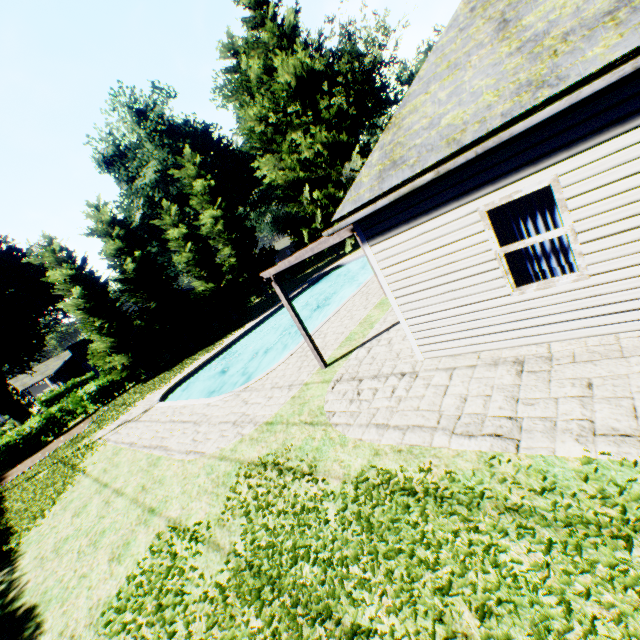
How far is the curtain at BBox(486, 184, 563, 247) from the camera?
4.7 meters

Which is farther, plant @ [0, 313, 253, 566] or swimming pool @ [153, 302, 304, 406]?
swimming pool @ [153, 302, 304, 406]

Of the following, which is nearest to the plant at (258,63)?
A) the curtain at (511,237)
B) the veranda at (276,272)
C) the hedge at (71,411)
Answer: the hedge at (71,411)

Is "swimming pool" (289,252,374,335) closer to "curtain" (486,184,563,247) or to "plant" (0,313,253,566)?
"plant" (0,313,253,566)

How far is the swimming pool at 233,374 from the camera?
13.4m

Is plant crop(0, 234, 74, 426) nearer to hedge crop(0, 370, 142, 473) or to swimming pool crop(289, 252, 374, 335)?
hedge crop(0, 370, 142, 473)

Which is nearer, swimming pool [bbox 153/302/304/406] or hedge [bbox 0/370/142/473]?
swimming pool [bbox 153/302/304/406]

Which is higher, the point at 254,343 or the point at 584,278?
the point at 584,278
